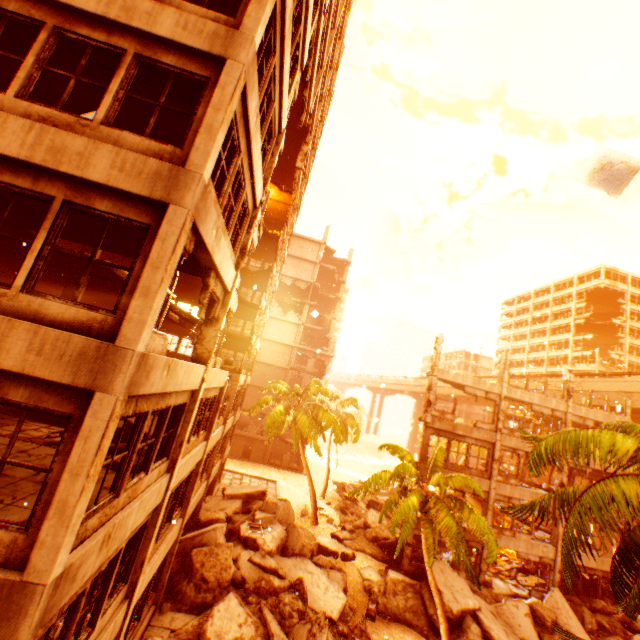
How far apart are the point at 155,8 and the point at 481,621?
25.3 meters

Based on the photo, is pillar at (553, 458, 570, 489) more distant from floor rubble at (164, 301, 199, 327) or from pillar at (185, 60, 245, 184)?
floor rubble at (164, 301, 199, 327)

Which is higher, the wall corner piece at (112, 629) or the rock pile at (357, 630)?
the wall corner piece at (112, 629)

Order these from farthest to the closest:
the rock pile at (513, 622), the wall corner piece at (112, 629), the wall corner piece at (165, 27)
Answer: the rock pile at (513, 622) → the wall corner piece at (112, 629) → the wall corner piece at (165, 27)

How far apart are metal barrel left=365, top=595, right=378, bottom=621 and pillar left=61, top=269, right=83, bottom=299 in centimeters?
1968cm

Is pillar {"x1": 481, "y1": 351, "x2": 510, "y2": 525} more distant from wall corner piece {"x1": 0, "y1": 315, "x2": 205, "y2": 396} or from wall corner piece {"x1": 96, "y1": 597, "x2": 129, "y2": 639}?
wall corner piece {"x1": 96, "y1": 597, "x2": 129, "y2": 639}

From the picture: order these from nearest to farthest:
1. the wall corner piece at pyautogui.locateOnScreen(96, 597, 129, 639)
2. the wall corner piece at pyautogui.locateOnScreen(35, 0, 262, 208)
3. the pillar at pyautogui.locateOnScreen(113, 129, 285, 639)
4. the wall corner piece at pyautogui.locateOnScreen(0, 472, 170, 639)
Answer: the wall corner piece at pyautogui.locateOnScreen(0, 472, 170, 639) < the wall corner piece at pyautogui.locateOnScreen(35, 0, 262, 208) < the wall corner piece at pyautogui.locateOnScreen(96, 597, 129, 639) < the pillar at pyautogui.locateOnScreen(113, 129, 285, 639)

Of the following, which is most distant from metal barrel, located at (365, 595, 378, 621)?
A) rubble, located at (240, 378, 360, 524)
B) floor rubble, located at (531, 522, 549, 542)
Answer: floor rubble, located at (531, 522, 549, 542)
